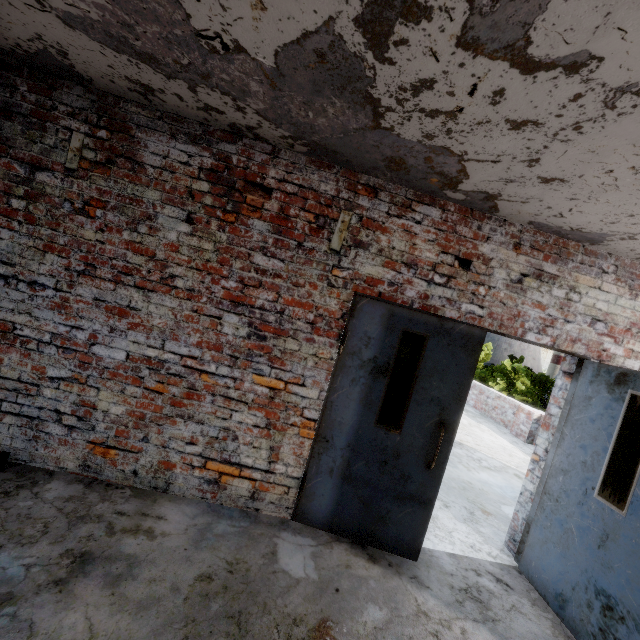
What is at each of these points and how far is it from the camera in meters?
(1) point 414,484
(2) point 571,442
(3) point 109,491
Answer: (1) door, 2.9
(2) door, 3.0
(3) elevated walkway, 2.7

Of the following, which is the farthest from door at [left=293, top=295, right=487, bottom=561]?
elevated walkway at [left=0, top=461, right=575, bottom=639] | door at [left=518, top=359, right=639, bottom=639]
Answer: door at [left=518, top=359, right=639, bottom=639]

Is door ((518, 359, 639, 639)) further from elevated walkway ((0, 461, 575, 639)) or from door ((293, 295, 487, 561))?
door ((293, 295, 487, 561))

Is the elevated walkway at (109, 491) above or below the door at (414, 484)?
below

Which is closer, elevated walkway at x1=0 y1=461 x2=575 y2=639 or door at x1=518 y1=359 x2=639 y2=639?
elevated walkway at x1=0 y1=461 x2=575 y2=639

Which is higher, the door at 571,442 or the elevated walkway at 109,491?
the door at 571,442
